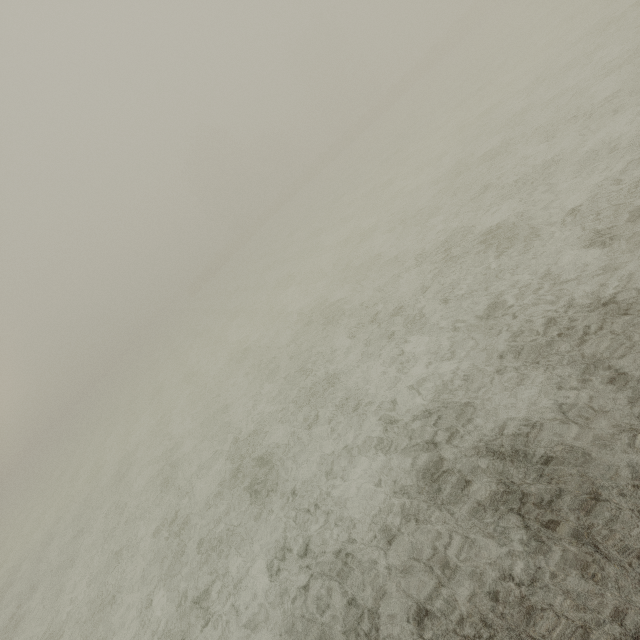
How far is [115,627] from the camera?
6.9 meters
